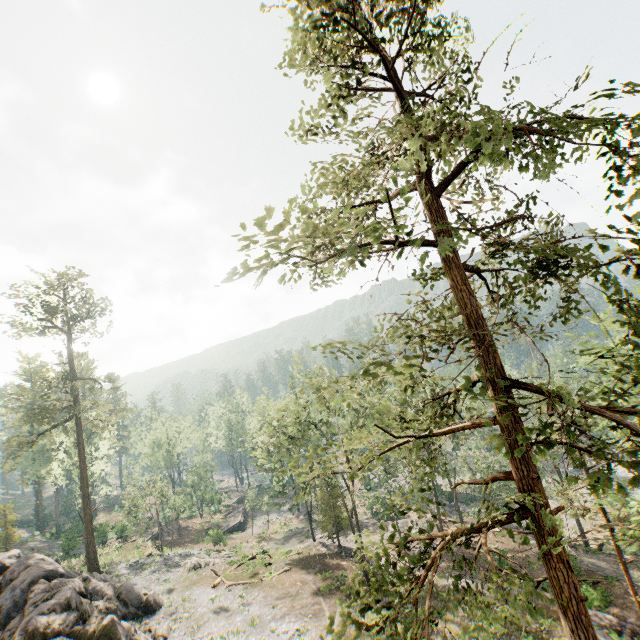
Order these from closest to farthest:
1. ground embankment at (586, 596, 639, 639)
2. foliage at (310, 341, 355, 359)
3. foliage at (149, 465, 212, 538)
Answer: foliage at (310, 341, 355, 359), ground embankment at (586, 596, 639, 639), foliage at (149, 465, 212, 538)

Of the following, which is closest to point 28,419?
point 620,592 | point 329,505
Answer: point 329,505

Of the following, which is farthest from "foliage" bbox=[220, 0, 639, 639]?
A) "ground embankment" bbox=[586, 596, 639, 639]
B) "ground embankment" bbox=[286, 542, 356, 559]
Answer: "ground embankment" bbox=[586, 596, 639, 639]

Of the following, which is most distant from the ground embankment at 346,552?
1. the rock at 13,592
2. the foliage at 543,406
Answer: the rock at 13,592

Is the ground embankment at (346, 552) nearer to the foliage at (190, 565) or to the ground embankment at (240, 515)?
the foliage at (190, 565)

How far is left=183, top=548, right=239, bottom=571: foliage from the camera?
34.41m

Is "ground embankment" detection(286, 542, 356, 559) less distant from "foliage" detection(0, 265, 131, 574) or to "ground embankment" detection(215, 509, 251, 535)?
"foliage" detection(0, 265, 131, 574)

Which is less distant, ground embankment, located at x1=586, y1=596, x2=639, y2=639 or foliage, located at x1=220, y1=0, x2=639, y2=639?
foliage, located at x1=220, y1=0, x2=639, y2=639
